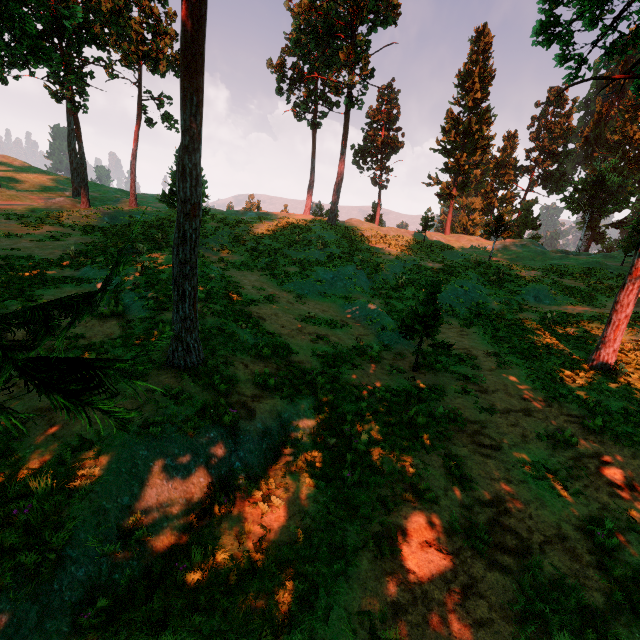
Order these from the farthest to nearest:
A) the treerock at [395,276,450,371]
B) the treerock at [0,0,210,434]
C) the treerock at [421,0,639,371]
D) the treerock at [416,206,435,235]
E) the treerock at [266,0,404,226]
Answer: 1. the treerock at [416,206,435,235]
2. the treerock at [266,0,404,226]
3. the treerock at [421,0,639,371]
4. the treerock at [395,276,450,371]
5. the treerock at [0,0,210,434]

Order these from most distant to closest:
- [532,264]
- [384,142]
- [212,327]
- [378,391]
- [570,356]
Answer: [384,142]
[532,264]
[570,356]
[212,327]
[378,391]

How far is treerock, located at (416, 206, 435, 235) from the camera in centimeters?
3519cm

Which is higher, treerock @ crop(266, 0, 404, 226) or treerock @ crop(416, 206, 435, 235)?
treerock @ crop(266, 0, 404, 226)

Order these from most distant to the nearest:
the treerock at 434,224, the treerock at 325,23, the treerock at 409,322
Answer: the treerock at 434,224, the treerock at 325,23, the treerock at 409,322

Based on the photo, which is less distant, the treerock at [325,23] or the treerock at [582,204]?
the treerock at [582,204]

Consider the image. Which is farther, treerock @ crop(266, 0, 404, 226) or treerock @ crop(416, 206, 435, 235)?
treerock @ crop(416, 206, 435, 235)
